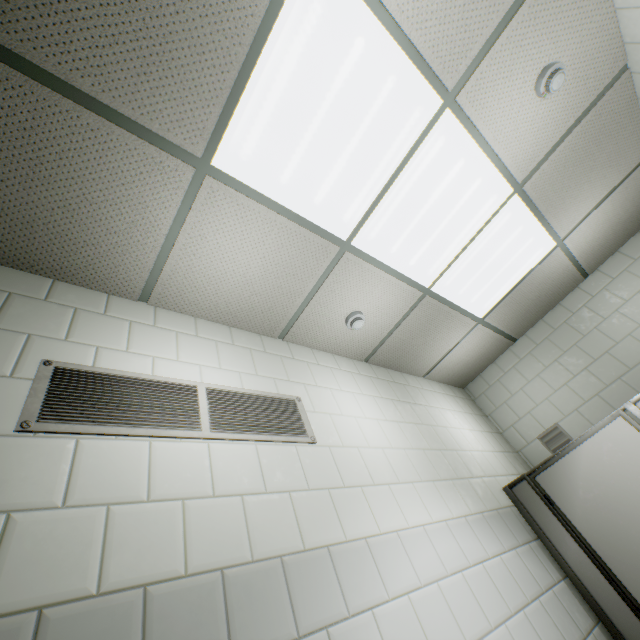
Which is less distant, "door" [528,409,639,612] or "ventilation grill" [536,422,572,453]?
"door" [528,409,639,612]

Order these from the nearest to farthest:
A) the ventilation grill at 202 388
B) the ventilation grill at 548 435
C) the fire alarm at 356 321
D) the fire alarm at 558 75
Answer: the ventilation grill at 202 388, the fire alarm at 558 75, the fire alarm at 356 321, the ventilation grill at 548 435

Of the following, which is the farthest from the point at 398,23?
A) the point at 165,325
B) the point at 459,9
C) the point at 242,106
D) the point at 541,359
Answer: the point at 541,359

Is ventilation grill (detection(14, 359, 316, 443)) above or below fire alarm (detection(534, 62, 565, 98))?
below

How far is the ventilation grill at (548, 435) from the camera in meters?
3.4

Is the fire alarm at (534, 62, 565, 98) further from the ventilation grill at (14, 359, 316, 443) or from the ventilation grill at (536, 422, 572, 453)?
the ventilation grill at (536, 422, 572, 453)

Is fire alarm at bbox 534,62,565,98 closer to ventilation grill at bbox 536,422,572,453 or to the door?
the door

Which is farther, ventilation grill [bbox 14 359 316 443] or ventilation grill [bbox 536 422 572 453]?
A: ventilation grill [bbox 536 422 572 453]
